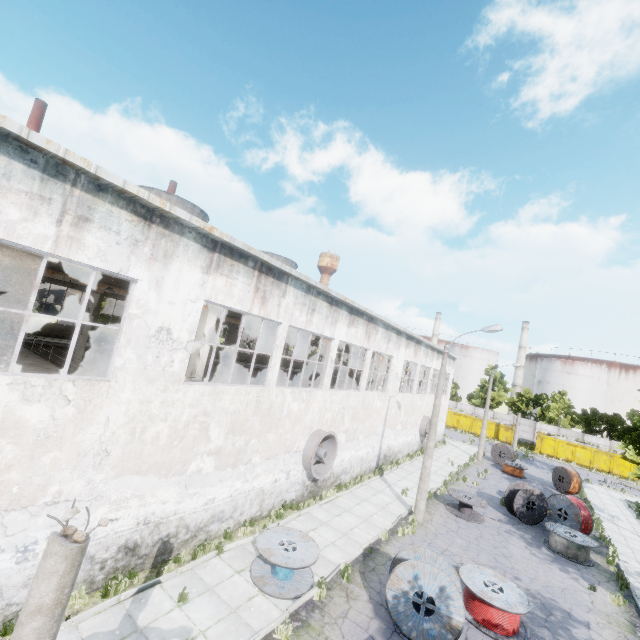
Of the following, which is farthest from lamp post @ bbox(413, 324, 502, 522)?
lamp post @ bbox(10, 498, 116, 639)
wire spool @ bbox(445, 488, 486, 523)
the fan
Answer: lamp post @ bbox(10, 498, 116, 639)

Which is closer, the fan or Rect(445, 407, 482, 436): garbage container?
the fan

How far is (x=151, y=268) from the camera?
8.5m

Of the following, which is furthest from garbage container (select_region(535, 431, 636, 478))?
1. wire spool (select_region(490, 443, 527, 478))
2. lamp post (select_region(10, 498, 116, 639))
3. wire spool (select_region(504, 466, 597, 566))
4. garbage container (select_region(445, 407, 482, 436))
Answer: lamp post (select_region(10, 498, 116, 639))

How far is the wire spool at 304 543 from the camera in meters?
9.5

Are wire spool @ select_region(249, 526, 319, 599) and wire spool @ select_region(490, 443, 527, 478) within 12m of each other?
Answer: no

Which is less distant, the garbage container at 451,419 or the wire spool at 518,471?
the wire spool at 518,471

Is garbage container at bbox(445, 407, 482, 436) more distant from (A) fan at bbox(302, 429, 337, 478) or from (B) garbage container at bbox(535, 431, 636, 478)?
(A) fan at bbox(302, 429, 337, 478)
